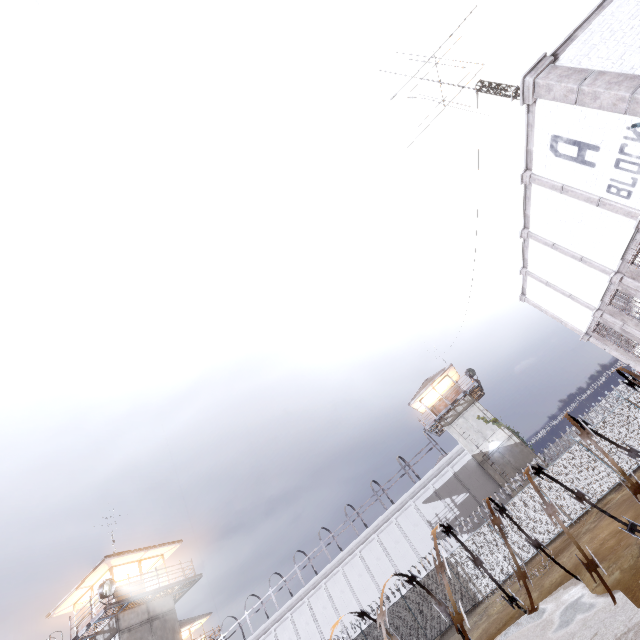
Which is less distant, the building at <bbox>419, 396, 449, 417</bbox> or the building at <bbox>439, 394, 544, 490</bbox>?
the building at <bbox>439, 394, 544, 490</bbox>

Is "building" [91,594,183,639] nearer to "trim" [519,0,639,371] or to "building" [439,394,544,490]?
"building" [439,394,544,490]

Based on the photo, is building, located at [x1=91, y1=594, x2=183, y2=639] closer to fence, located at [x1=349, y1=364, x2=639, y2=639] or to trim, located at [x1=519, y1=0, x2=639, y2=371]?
fence, located at [x1=349, y1=364, x2=639, y2=639]

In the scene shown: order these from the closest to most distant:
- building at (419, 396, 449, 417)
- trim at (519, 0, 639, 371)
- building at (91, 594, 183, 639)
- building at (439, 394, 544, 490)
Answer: trim at (519, 0, 639, 371)
building at (91, 594, 183, 639)
building at (439, 394, 544, 490)
building at (419, 396, 449, 417)

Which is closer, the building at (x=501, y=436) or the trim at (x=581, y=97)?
the trim at (x=581, y=97)

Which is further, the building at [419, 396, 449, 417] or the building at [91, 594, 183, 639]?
the building at [419, 396, 449, 417]

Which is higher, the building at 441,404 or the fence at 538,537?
the building at 441,404

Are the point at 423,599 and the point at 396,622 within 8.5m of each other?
yes
